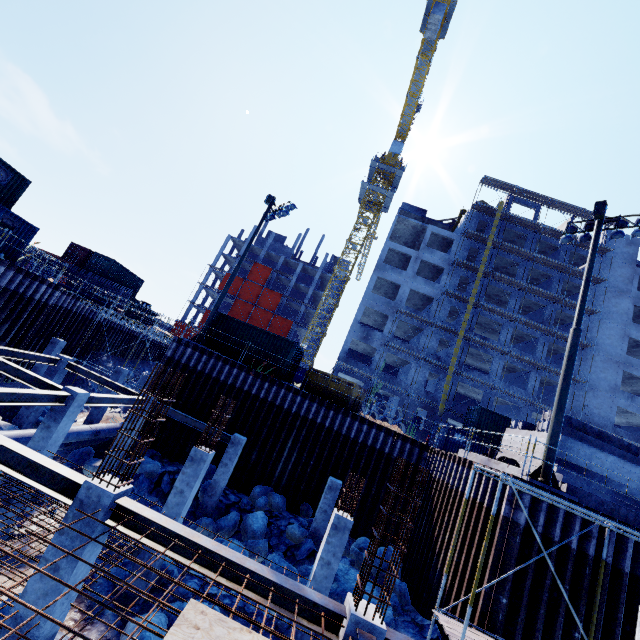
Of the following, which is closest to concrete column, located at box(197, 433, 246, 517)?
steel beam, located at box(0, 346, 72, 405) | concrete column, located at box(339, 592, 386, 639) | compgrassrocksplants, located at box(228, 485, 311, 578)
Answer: compgrassrocksplants, located at box(228, 485, 311, 578)

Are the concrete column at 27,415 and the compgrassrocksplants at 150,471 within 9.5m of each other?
yes

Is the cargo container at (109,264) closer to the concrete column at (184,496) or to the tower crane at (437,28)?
the concrete column at (184,496)

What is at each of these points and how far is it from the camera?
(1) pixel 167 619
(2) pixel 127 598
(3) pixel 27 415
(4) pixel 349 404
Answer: (1) compgrassrocksplants, 8.43m
(2) concrete column, 9.33m
(3) concrete column, 15.45m
(4) dumpster, 18.89m

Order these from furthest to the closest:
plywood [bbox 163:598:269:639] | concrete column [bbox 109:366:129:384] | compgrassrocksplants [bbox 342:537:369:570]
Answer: concrete column [bbox 109:366:129:384]
compgrassrocksplants [bbox 342:537:369:570]
plywood [bbox 163:598:269:639]

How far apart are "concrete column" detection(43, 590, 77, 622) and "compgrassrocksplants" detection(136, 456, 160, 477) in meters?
10.2

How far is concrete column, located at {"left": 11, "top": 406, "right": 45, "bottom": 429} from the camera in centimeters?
1535cm

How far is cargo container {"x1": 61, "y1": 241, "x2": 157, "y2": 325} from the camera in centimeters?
3459cm
